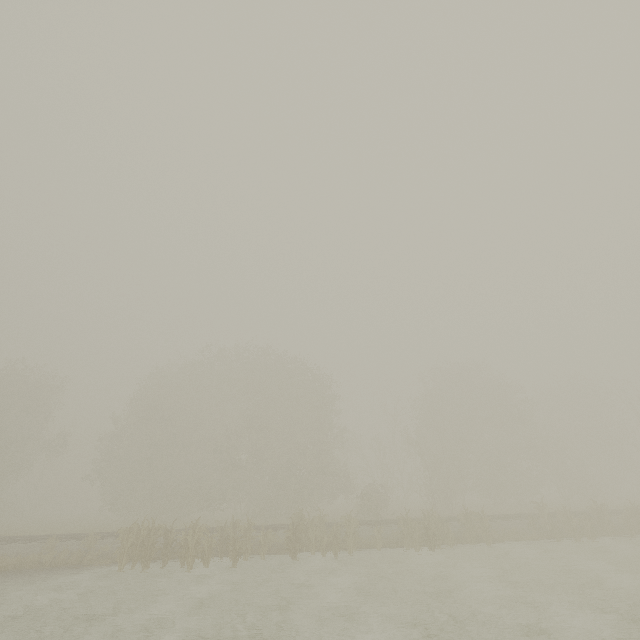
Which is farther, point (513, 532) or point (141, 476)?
point (141, 476)
